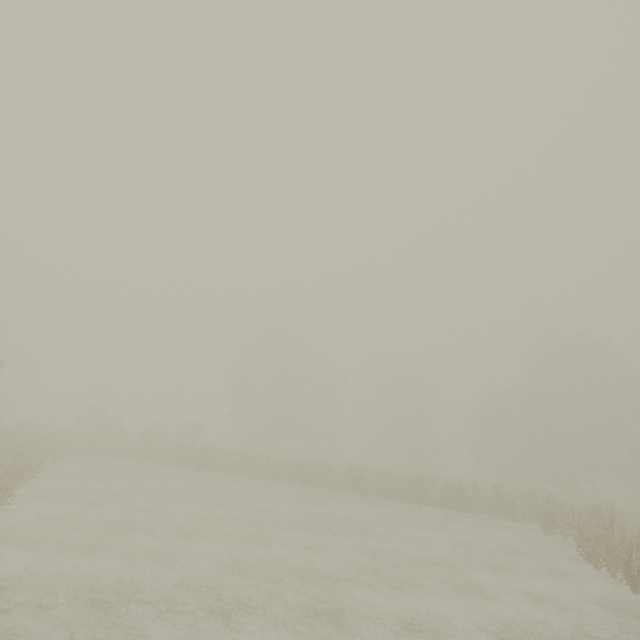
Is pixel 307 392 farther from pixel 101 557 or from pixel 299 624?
pixel 299 624
